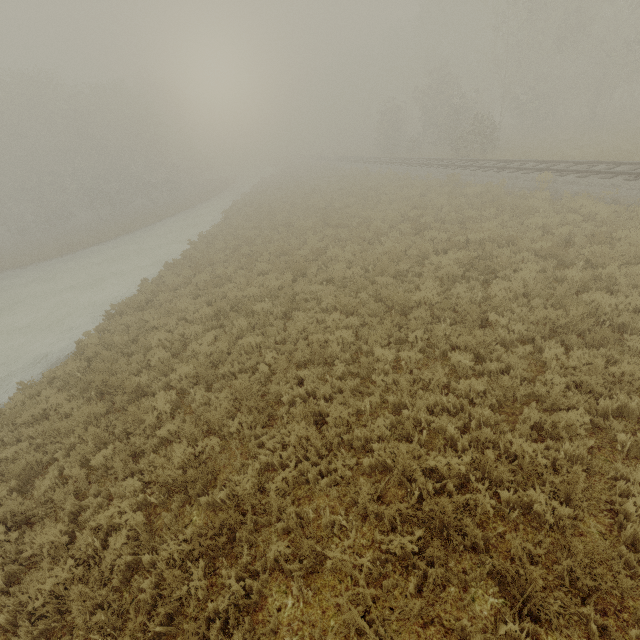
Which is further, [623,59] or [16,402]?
[623,59]
